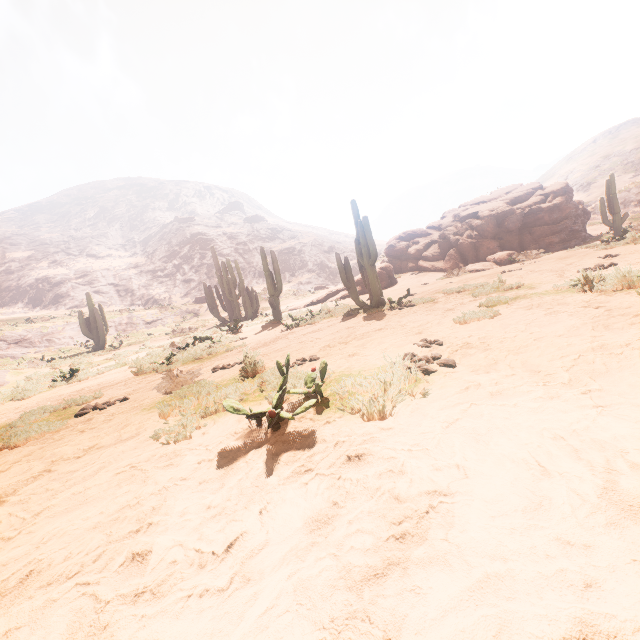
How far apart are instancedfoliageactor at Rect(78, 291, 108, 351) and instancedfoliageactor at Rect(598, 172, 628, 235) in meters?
32.0 m

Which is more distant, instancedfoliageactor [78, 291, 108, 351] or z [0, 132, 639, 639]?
instancedfoliageactor [78, 291, 108, 351]

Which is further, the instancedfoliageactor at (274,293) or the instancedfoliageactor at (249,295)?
the instancedfoliageactor at (249,295)

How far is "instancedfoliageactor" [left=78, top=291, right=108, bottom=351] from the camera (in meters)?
21.72

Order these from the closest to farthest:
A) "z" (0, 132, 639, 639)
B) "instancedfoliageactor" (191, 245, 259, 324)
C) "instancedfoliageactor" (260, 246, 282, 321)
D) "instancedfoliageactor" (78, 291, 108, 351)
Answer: "z" (0, 132, 639, 639), "instancedfoliageactor" (260, 246, 282, 321), "instancedfoliageactor" (191, 245, 259, 324), "instancedfoliageactor" (78, 291, 108, 351)

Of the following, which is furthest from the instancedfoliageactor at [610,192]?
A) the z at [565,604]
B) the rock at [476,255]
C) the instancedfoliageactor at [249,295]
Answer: the instancedfoliageactor at [249,295]

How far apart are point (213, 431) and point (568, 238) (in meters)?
21.75

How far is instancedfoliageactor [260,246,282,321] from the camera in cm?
1462
